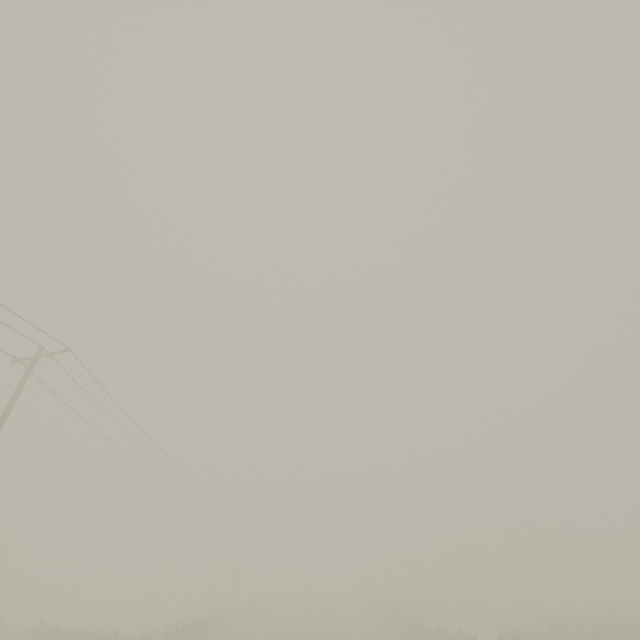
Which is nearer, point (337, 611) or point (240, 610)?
point (240, 610)
